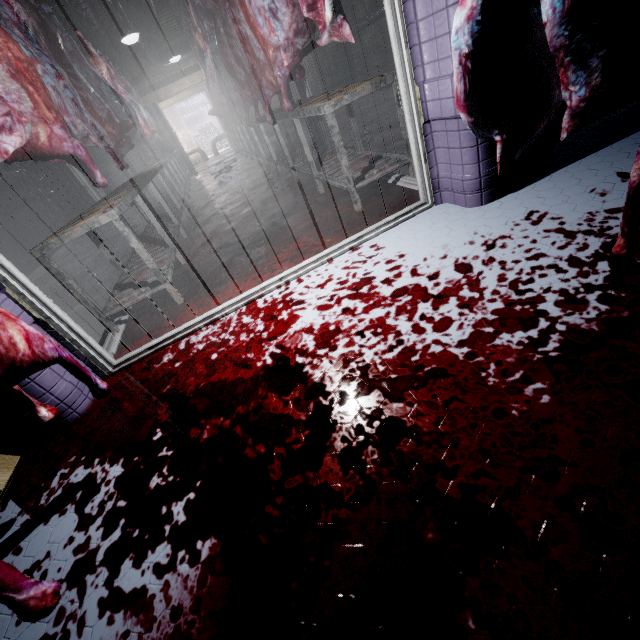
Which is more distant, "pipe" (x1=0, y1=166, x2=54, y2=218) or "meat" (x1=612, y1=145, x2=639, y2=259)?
"pipe" (x1=0, y1=166, x2=54, y2=218)

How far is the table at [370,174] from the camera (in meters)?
2.30

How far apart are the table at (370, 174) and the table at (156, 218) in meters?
1.6 m

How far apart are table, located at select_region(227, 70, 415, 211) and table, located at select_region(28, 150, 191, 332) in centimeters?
A: 158cm

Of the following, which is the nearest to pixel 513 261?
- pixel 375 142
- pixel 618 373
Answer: pixel 618 373

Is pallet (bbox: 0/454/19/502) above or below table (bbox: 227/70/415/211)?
below

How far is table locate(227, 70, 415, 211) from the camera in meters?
2.3

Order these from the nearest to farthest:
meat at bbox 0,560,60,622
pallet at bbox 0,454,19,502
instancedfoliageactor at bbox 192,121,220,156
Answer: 1. meat at bbox 0,560,60,622
2. pallet at bbox 0,454,19,502
3. instancedfoliageactor at bbox 192,121,220,156
